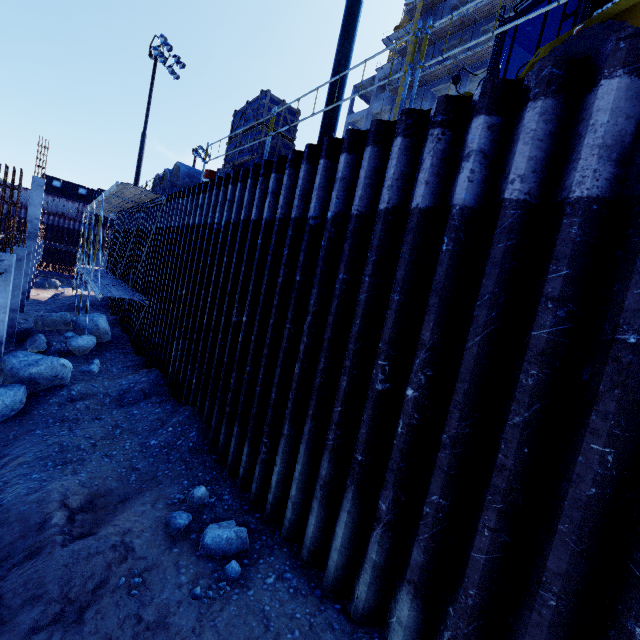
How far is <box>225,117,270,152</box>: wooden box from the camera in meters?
8.9

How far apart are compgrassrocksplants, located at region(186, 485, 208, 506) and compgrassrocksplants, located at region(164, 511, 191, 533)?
0.2m

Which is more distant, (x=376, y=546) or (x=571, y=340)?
(x=376, y=546)

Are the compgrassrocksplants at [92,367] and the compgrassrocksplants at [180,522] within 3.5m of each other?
no

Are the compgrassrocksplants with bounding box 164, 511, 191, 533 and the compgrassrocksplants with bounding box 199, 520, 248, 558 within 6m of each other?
yes

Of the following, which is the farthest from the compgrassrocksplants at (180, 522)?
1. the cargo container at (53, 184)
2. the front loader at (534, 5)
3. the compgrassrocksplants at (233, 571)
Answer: the cargo container at (53, 184)

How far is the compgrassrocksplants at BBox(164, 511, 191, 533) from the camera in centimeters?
474cm

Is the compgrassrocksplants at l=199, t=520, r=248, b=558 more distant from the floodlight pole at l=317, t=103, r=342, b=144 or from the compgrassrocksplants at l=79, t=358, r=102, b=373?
the compgrassrocksplants at l=79, t=358, r=102, b=373
